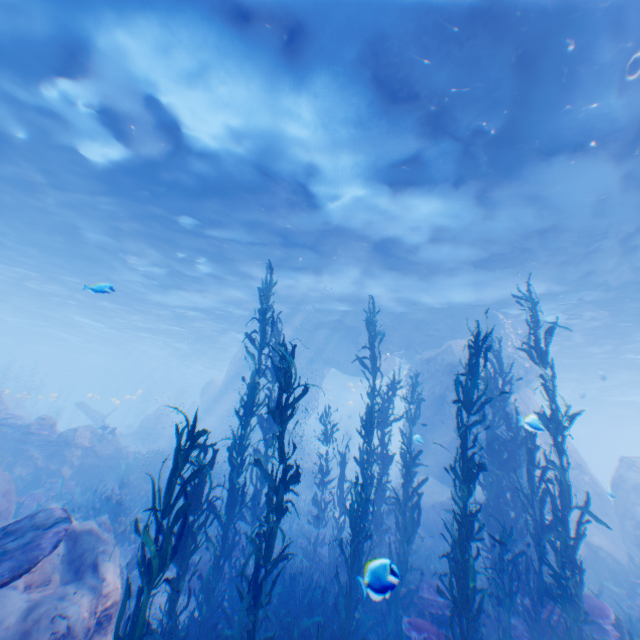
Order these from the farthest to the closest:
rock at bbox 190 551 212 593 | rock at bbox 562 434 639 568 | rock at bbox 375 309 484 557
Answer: rock at bbox 375 309 484 557, rock at bbox 562 434 639 568, rock at bbox 190 551 212 593

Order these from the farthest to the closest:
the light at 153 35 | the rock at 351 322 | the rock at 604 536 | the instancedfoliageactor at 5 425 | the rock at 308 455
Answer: the rock at 308 455 → the rock at 351 322 → the instancedfoliageactor at 5 425 → the rock at 604 536 → the light at 153 35

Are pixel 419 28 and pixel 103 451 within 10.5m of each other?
no

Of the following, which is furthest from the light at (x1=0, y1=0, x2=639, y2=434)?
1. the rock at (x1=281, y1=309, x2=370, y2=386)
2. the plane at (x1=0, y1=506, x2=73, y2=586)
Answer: the plane at (x1=0, y1=506, x2=73, y2=586)

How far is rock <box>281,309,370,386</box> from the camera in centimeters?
2173cm

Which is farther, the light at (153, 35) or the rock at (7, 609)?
the light at (153, 35)
